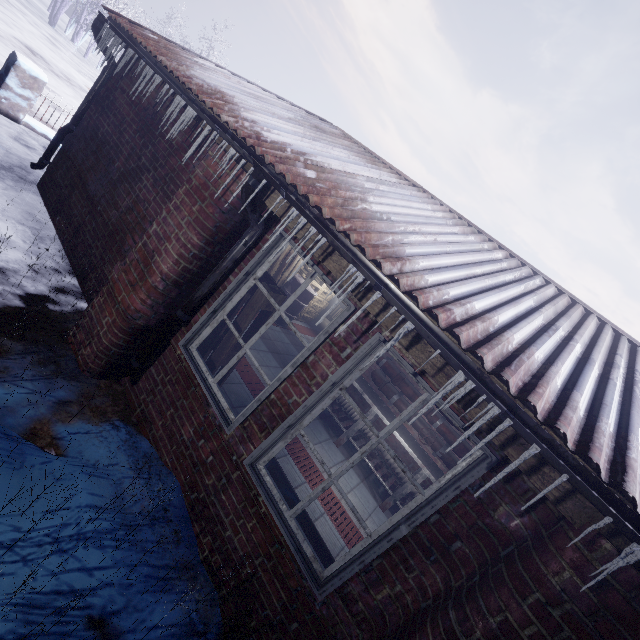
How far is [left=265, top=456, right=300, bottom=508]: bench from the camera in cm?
238

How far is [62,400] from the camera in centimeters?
241cm

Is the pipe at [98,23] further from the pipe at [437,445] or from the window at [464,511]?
the pipe at [437,445]

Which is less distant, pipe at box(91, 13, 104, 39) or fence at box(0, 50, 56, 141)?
pipe at box(91, 13, 104, 39)

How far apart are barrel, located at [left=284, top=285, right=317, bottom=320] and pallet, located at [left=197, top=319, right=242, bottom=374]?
3.27m

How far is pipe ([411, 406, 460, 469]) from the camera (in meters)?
4.38

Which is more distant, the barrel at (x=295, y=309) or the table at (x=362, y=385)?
the barrel at (x=295, y=309)

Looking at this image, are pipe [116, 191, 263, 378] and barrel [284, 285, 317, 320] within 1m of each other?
no
